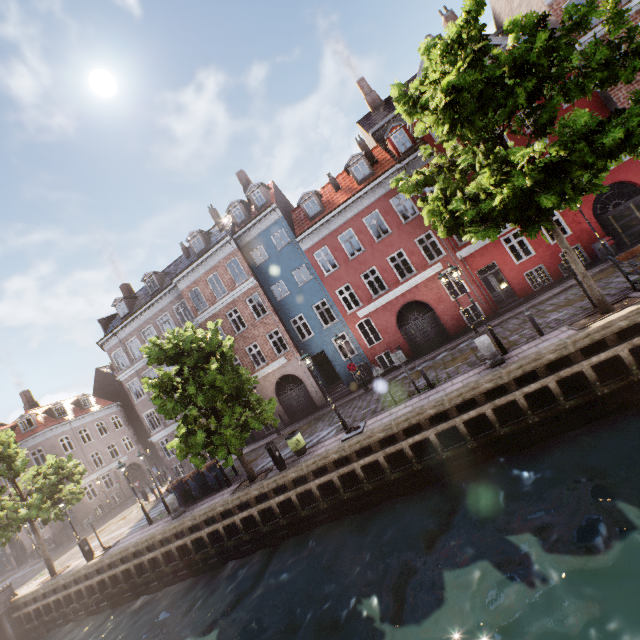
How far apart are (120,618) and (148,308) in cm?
1939

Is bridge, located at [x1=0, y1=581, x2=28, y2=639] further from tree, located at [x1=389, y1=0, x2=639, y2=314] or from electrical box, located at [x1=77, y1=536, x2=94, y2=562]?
electrical box, located at [x1=77, y1=536, x2=94, y2=562]

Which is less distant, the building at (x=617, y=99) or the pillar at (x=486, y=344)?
the pillar at (x=486, y=344)

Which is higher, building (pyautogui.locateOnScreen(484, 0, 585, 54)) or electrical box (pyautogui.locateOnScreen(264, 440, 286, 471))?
building (pyautogui.locateOnScreen(484, 0, 585, 54))

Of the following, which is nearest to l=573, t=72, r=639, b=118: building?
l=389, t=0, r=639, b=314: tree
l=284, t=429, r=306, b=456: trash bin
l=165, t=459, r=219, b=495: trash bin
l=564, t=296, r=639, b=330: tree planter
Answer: l=389, t=0, r=639, b=314: tree

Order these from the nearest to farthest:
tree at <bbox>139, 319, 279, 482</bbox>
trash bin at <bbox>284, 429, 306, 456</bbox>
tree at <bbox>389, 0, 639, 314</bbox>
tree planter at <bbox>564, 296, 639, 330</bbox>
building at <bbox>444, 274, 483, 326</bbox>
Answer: tree at <bbox>389, 0, 639, 314</bbox>, tree planter at <bbox>564, 296, 639, 330</bbox>, tree at <bbox>139, 319, 279, 482</bbox>, trash bin at <bbox>284, 429, 306, 456</bbox>, building at <bbox>444, 274, 483, 326</bbox>

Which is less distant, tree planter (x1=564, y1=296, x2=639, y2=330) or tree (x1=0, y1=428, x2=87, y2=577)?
tree planter (x1=564, y1=296, x2=639, y2=330)

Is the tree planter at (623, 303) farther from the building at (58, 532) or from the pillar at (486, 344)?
the building at (58, 532)
